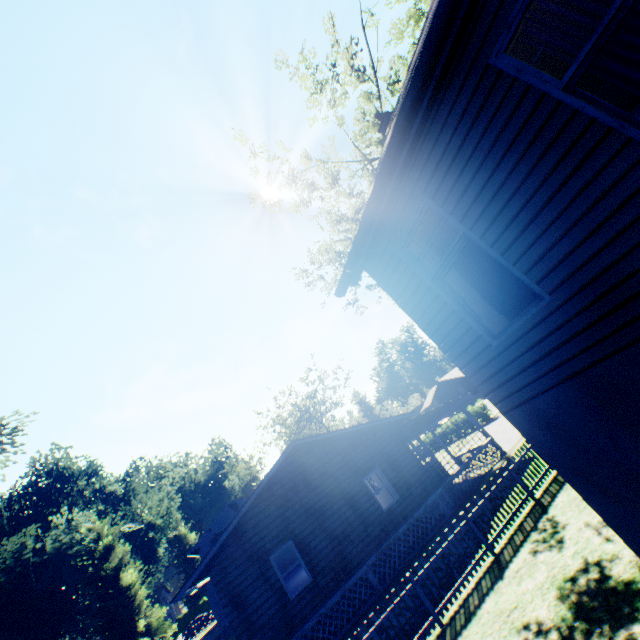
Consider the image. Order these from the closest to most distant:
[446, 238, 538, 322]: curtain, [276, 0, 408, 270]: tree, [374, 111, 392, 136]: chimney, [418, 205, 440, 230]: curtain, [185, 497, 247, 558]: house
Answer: [446, 238, 538, 322]: curtain, [418, 205, 440, 230]: curtain, [374, 111, 392, 136]: chimney, [276, 0, 408, 270]: tree, [185, 497, 247, 558]: house

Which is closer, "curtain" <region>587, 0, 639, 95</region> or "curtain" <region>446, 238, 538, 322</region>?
"curtain" <region>587, 0, 639, 95</region>

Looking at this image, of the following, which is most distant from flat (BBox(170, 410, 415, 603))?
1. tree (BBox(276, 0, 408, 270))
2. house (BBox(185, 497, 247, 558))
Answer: tree (BBox(276, 0, 408, 270))

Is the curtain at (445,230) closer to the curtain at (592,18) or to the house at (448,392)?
the curtain at (592,18)

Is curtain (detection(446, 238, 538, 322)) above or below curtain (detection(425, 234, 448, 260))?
below

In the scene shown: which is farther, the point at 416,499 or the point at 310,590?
the point at 416,499

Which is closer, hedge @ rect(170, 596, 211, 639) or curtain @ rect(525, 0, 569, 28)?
curtain @ rect(525, 0, 569, 28)

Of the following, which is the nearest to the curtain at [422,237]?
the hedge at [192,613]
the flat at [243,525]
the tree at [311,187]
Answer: the flat at [243,525]
